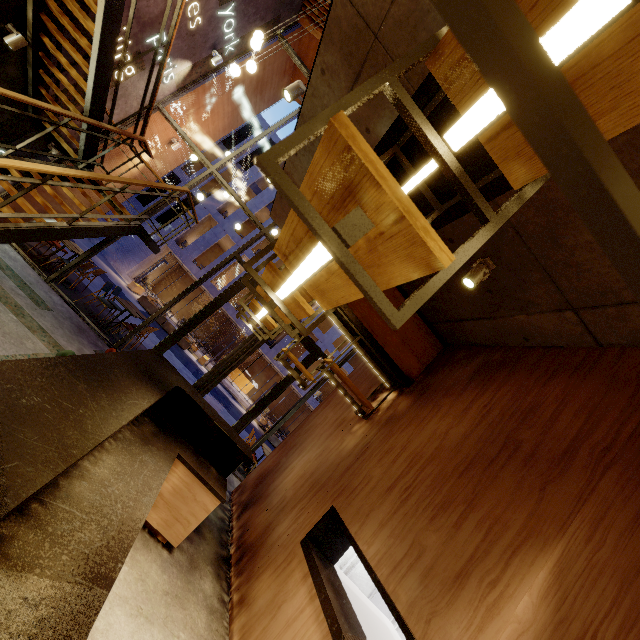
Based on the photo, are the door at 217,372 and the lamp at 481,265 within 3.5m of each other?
no

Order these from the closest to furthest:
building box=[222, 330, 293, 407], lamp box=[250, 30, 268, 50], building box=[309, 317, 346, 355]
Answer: lamp box=[250, 30, 268, 50]
building box=[222, 330, 293, 407]
building box=[309, 317, 346, 355]

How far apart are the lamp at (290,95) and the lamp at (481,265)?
2.8 meters

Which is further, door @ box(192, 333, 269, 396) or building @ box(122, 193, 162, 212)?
building @ box(122, 193, 162, 212)

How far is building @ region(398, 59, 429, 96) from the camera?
2.56m

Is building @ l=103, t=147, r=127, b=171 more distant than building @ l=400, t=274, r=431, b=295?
Yes

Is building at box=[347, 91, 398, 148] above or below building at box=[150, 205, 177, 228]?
below

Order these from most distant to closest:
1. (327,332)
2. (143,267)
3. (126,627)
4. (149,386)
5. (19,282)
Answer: (327,332) → (143,267) → (19,282) → (149,386) → (126,627)
